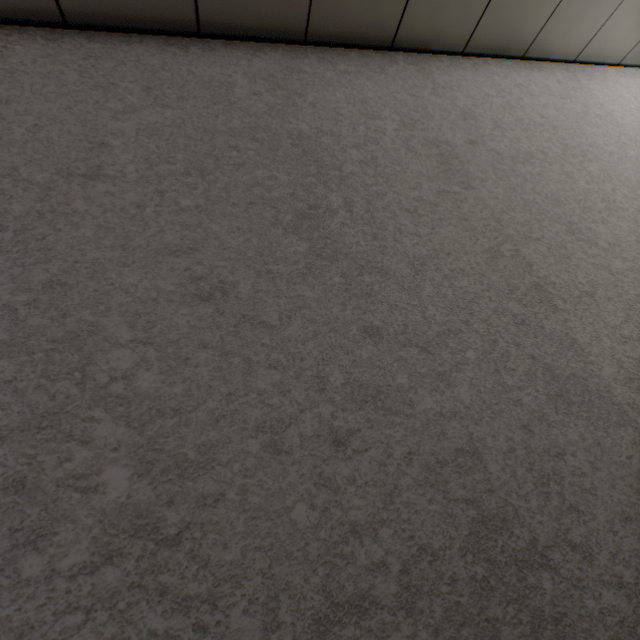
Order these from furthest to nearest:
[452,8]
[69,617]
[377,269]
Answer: [452,8], [377,269], [69,617]
